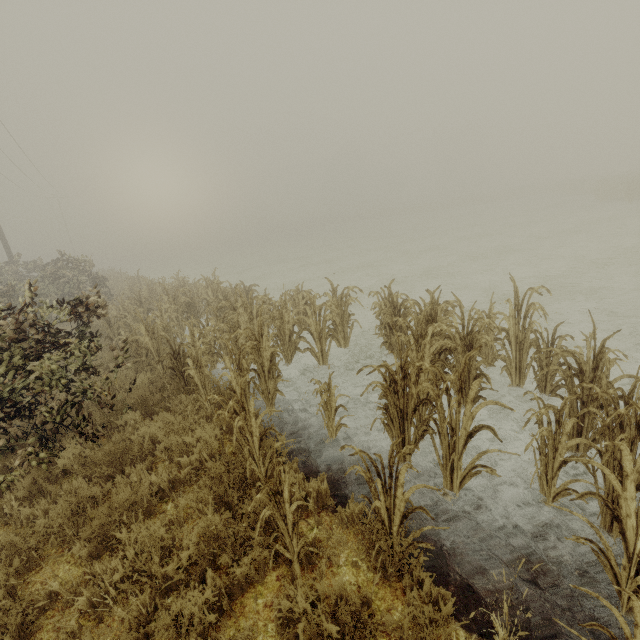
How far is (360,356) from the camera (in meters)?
7.96

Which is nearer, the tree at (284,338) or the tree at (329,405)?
the tree at (284,338)

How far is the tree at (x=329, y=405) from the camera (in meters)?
4.62

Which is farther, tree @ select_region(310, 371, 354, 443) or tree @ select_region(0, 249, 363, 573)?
tree @ select_region(310, 371, 354, 443)

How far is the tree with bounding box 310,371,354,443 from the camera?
4.6m
